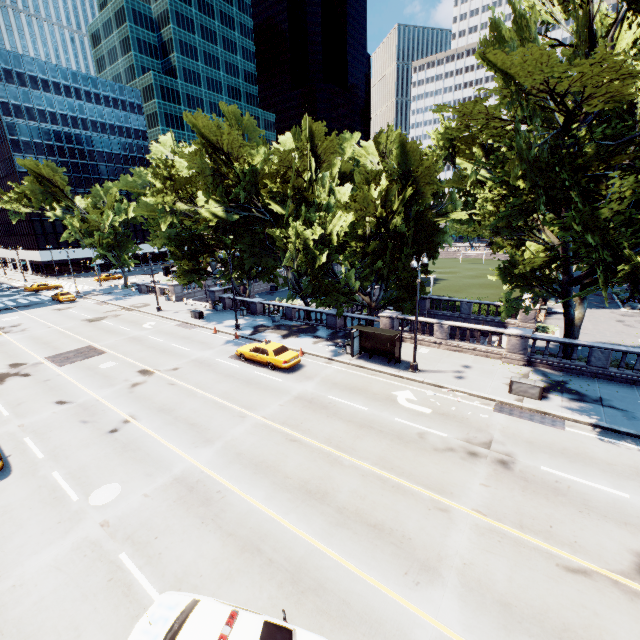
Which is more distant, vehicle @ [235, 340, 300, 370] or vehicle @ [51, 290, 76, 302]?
vehicle @ [51, 290, 76, 302]

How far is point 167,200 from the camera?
25.8m

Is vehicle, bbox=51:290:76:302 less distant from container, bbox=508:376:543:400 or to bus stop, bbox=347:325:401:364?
bus stop, bbox=347:325:401:364

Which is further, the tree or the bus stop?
the bus stop

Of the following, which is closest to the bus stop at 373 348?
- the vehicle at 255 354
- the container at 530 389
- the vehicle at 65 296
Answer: the vehicle at 255 354

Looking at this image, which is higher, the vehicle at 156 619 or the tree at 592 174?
the tree at 592 174

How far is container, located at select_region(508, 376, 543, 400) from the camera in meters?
17.0 m

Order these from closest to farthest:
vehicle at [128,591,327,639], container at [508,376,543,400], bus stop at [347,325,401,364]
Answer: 1. vehicle at [128,591,327,639]
2. container at [508,376,543,400]
3. bus stop at [347,325,401,364]
